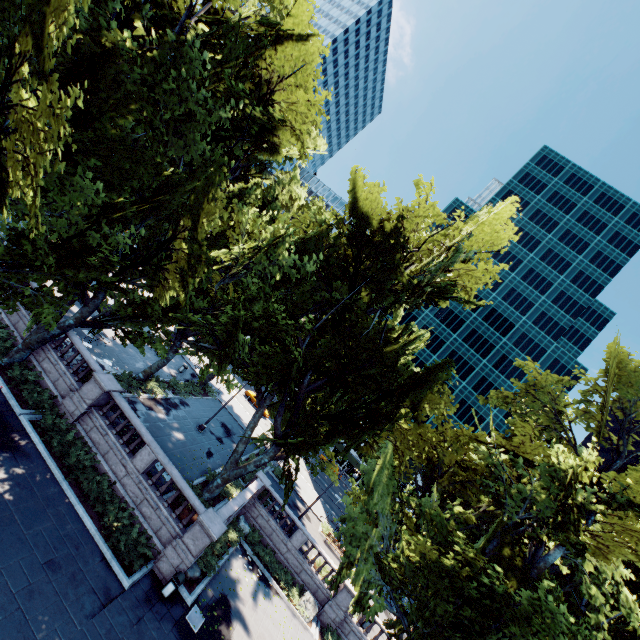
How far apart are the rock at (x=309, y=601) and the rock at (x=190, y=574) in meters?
8.9

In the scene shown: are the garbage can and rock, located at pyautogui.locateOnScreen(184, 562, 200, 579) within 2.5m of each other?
yes

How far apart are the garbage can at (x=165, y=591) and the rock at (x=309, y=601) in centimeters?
1088cm

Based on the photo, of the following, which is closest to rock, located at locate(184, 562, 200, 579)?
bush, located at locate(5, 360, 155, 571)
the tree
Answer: bush, located at locate(5, 360, 155, 571)

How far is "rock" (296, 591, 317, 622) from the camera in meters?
21.8 m

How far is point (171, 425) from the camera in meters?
24.5

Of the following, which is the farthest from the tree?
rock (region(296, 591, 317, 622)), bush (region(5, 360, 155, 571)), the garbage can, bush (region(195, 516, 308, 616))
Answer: rock (region(296, 591, 317, 622))

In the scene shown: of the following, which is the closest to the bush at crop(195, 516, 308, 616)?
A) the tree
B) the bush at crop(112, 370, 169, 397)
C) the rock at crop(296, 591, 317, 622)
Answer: the rock at crop(296, 591, 317, 622)
